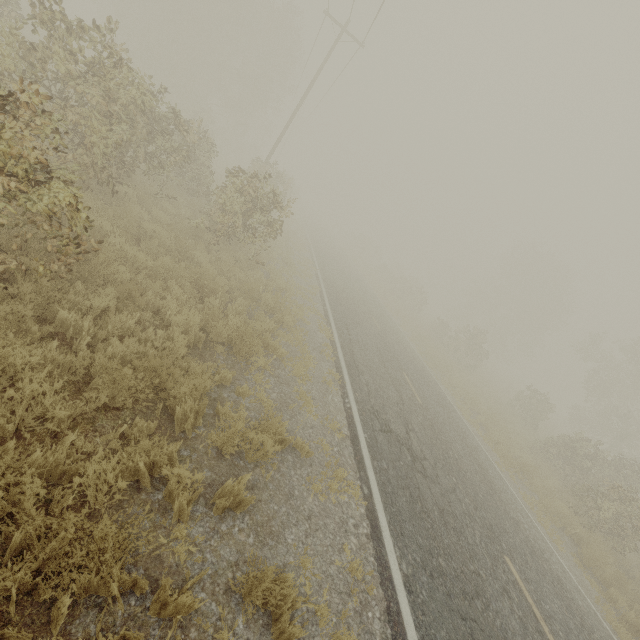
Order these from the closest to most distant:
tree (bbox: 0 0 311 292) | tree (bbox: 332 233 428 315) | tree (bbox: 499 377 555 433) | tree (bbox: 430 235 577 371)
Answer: tree (bbox: 0 0 311 292) → tree (bbox: 499 377 555 433) → tree (bbox: 430 235 577 371) → tree (bbox: 332 233 428 315)

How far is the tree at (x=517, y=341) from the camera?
28.55m

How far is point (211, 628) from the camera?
3.0 meters

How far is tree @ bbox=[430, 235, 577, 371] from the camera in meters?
28.5

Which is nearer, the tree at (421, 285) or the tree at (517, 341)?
the tree at (517, 341)

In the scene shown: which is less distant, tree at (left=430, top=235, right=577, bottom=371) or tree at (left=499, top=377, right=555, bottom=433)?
tree at (left=499, top=377, right=555, bottom=433)

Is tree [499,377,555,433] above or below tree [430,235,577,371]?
below
